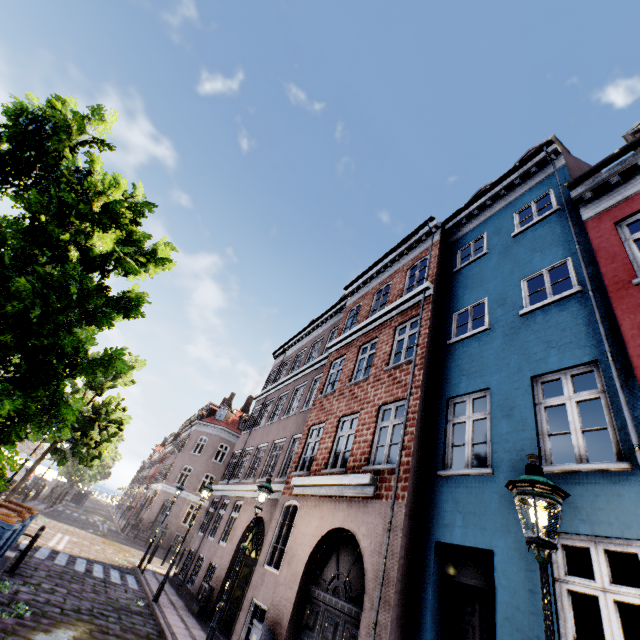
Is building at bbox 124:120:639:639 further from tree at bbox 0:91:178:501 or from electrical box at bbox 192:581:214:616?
tree at bbox 0:91:178:501

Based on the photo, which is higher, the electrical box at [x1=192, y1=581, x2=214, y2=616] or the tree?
the tree

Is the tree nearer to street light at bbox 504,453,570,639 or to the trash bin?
street light at bbox 504,453,570,639

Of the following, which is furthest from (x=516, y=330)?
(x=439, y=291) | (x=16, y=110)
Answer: (x=16, y=110)

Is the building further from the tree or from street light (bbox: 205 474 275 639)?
the tree

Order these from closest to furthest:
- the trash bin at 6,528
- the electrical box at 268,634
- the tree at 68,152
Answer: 1. the tree at 68,152
2. the trash bin at 6,528
3. the electrical box at 268,634

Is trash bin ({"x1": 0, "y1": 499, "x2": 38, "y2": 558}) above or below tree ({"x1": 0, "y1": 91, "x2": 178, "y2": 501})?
below

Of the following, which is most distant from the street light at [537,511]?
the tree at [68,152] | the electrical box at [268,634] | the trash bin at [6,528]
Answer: the trash bin at [6,528]
